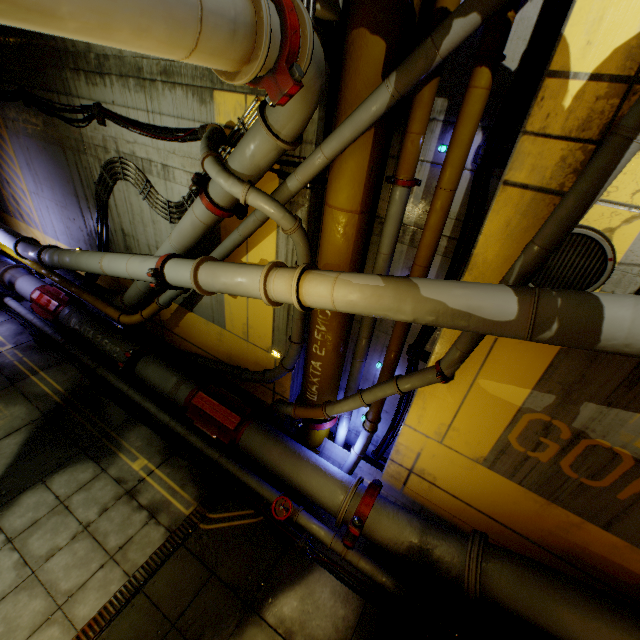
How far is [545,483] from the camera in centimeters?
472cm

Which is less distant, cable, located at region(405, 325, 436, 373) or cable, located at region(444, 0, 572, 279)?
cable, located at region(444, 0, 572, 279)

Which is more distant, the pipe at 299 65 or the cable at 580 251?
the cable at 580 251

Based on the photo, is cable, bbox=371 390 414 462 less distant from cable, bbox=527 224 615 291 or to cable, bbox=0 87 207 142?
cable, bbox=527 224 615 291

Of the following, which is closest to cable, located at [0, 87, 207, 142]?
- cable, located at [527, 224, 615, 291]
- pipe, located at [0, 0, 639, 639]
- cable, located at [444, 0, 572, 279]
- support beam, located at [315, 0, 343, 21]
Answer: pipe, located at [0, 0, 639, 639]

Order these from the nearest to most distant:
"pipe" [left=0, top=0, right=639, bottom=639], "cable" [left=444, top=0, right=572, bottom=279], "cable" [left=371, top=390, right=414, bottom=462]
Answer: "pipe" [left=0, top=0, right=639, bottom=639] → "cable" [left=444, top=0, right=572, bottom=279] → "cable" [left=371, top=390, right=414, bottom=462]

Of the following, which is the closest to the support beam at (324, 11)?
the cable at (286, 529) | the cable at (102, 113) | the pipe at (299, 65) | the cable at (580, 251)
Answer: the pipe at (299, 65)

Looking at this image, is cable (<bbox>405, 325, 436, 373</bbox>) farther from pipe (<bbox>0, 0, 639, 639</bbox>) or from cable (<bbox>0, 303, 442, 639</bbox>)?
cable (<bbox>0, 303, 442, 639</bbox>)
